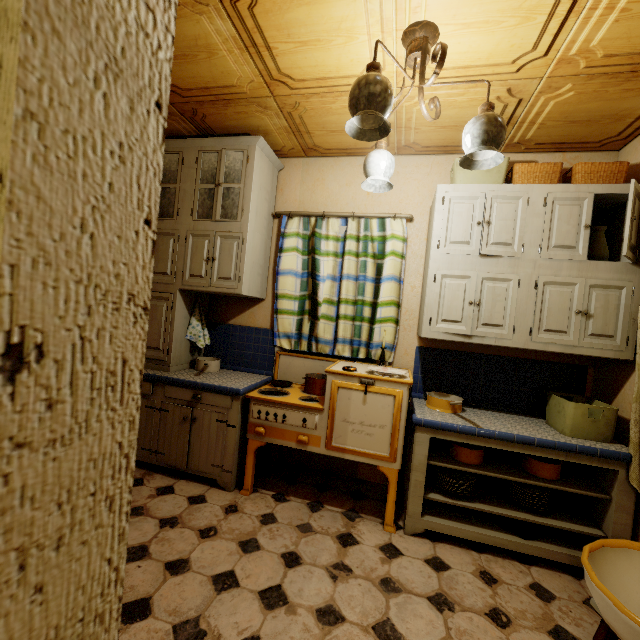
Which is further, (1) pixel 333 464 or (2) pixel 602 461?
(1) pixel 333 464

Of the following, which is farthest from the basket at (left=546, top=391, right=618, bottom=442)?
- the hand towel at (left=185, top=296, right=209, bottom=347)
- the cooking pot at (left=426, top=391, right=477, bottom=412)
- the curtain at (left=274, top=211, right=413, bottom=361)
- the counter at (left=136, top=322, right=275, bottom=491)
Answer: the hand towel at (left=185, top=296, right=209, bottom=347)

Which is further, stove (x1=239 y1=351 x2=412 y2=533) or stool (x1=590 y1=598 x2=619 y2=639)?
stove (x1=239 y1=351 x2=412 y2=533)

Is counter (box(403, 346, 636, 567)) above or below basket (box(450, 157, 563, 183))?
below

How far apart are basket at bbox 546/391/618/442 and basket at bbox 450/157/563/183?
1.5 meters

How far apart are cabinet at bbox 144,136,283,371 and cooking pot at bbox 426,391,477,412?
1.7m

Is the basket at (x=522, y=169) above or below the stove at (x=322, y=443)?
above

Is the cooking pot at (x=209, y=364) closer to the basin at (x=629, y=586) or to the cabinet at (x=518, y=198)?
the cabinet at (x=518, y=198)
